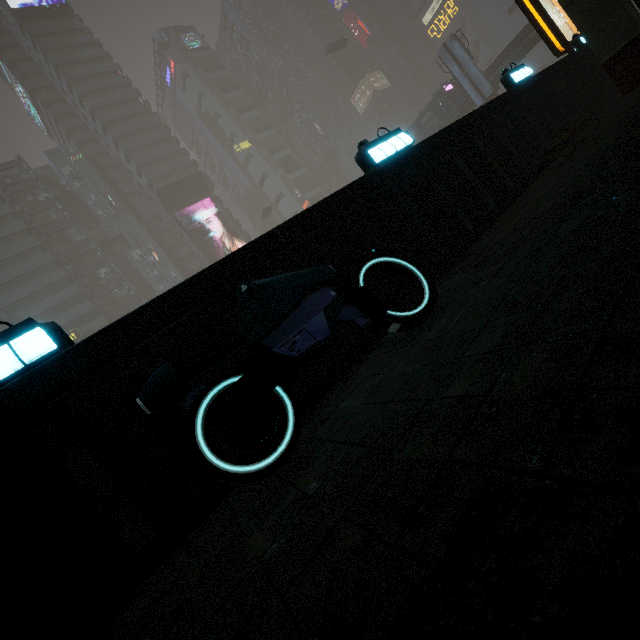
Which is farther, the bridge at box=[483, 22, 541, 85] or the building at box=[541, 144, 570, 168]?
the bridge at box=[483, 22, 541, 85]

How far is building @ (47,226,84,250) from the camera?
50.4m

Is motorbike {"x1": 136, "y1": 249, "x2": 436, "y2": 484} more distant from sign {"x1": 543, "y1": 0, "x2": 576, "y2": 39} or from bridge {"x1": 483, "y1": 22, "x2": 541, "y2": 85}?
bridge {"x1": 483, "y1": 22, "x2": 541, "y2": 85}

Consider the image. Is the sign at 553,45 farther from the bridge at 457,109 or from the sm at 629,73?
the bridge at 457,109

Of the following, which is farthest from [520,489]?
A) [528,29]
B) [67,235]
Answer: [67,235]

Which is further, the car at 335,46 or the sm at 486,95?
the car at 335,46

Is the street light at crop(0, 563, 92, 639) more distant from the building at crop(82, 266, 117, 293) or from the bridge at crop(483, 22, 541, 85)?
the bridge at crop(483, 22, 541, 85)

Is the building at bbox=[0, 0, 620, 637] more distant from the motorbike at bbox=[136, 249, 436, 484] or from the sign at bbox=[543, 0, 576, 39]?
the sign at bbox=[543, 0, 576, 39]
